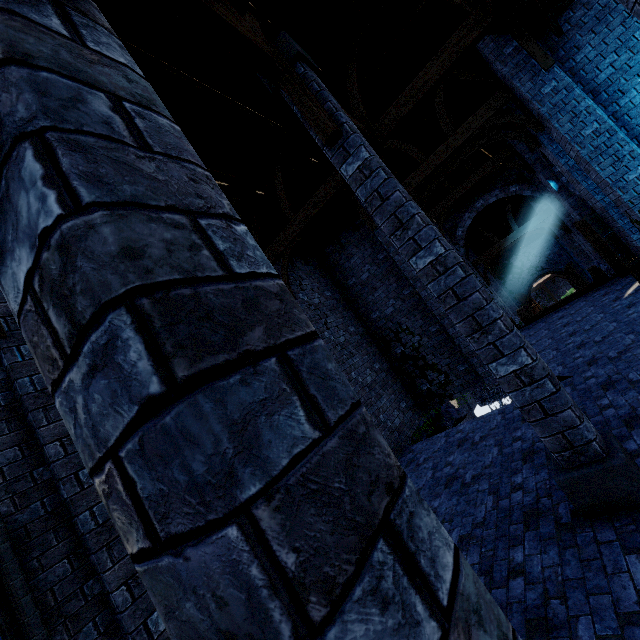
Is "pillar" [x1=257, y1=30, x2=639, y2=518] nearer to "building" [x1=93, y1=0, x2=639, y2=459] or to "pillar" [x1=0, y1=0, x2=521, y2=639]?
"building" [x1=93, y1=0, x2=639, y2=459]

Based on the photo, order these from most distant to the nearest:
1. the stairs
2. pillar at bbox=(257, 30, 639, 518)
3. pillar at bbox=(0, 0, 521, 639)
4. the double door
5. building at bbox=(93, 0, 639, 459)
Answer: the double door
the stairs
building at bbox=(93, 0, 639, 459)
pillar at bbox=(257, 30, 639, 518)
pillar at bbox=(0, 0, 521, 639)

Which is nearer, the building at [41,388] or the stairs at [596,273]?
the building at [41,388]

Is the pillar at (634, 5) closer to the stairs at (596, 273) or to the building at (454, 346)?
the building at (454, 346)

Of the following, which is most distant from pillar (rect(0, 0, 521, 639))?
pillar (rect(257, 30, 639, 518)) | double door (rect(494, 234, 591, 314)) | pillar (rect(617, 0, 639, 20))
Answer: double door (rect(494, 234, 591, 314))

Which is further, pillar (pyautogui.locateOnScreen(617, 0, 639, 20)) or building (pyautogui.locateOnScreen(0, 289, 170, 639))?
building (pyautogui.locateOnScreen(0, 289, 170, 639))

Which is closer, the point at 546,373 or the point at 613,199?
the point at 546,373

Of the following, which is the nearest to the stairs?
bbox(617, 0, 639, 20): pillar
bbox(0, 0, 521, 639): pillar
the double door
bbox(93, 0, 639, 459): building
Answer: bbox(93, 0, 639, 459): building
